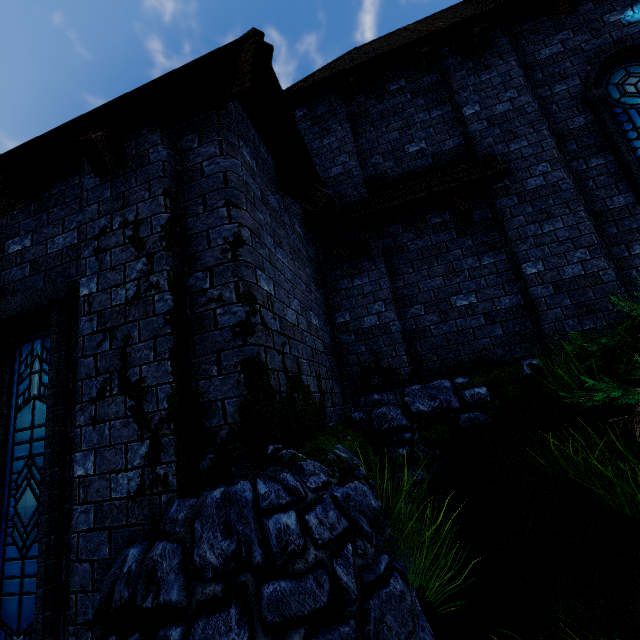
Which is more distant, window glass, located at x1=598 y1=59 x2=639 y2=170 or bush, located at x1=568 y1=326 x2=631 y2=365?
window glass, located at x1=598 y1=59 x2=639 y2=170

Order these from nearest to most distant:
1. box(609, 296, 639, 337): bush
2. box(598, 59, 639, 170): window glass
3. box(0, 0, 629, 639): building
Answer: box(0, 0, 629, 639): building
box(609, 296, 639, 337): bush
box(598, 59, 639, 170): window glass

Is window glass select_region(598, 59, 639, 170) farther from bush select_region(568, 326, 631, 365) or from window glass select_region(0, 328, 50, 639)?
window glass select_region(0, 328, 50, 639)

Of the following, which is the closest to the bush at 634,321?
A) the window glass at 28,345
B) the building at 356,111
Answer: the building at 356,111

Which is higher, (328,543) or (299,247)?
(299,247)

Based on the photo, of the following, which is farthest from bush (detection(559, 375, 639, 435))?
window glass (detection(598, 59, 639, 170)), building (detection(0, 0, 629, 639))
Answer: window glass (detection(598, 59, 639, 170))

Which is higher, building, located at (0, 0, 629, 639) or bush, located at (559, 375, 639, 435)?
building, located at (0, 0, 629, 639)

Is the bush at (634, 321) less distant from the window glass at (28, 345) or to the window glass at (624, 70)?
the window glass at (624, 70)
